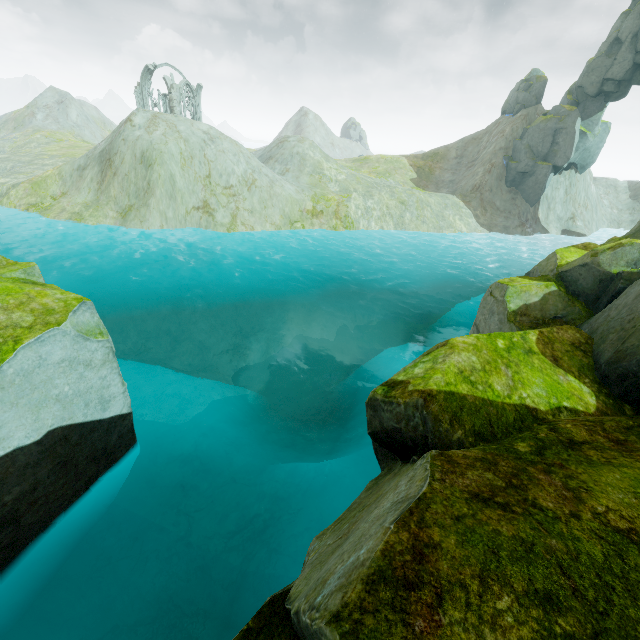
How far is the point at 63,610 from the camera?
7.57m

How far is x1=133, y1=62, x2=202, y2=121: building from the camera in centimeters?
4738cm

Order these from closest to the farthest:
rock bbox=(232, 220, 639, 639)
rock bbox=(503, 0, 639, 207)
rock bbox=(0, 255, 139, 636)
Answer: rock bbox=(232, 220, 639, 639)
rock bbox=(0, 255, 139, 636)
rock bbox=(503, 0, 639, 207)

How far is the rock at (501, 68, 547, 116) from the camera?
43.3 meters

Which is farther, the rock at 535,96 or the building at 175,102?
the building at 175,102

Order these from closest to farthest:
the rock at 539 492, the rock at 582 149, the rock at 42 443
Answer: the rock at 539 492 → the rock at 42 443 → the rock at 582 149

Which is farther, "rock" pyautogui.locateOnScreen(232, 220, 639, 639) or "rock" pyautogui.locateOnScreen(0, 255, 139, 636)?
"rock" pyautogui.locateOnScreen(0, 255, 139, 636)
